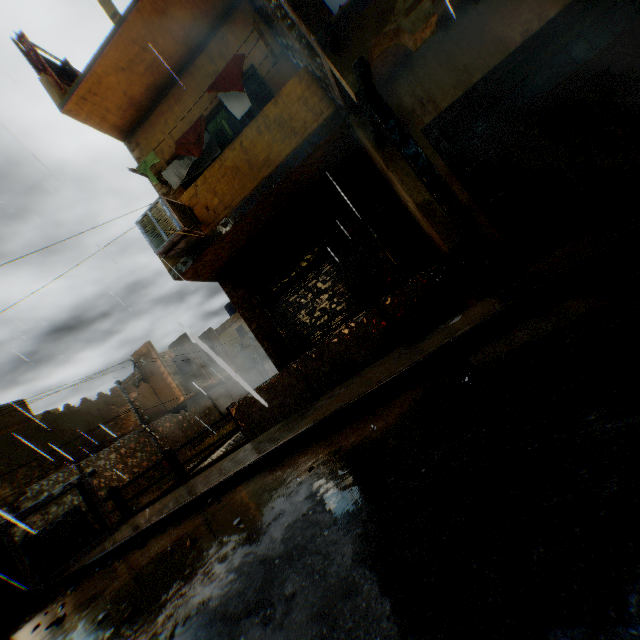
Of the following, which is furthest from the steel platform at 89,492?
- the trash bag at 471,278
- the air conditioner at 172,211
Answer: the trash bag at 471,278

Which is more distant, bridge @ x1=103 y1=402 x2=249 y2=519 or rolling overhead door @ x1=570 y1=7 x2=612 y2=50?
bridge @ x1=103 y1=402 x2=249 y2=519

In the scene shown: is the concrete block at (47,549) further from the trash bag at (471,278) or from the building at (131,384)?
the trash bag at (471,278)

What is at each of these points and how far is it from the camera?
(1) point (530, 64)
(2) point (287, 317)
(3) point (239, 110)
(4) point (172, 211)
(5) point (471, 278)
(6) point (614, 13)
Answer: (1) rolling overhead door, 5.0m
(2) rolling overhead door, 8.2m
(3) dryer, 7.0m
(4) air conditioner, 6.1m
(5) trash bag, 5.0m
(6) rolling overhead door, 4.8m

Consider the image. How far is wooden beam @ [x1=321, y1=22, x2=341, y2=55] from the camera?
3.78m

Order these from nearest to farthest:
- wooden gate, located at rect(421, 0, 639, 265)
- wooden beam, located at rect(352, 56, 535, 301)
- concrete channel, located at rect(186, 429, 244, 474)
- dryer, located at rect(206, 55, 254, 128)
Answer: wooden beam, located at rect(352, 56, 535, 301)
wooden gate, located at rect(421, 0, 639, 265)
dryer, located at rect(206, 55, 254, 128)
concrete channel, located at rect(186, 429, 244, 474)

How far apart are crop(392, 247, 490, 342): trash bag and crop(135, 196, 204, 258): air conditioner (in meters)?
3.78

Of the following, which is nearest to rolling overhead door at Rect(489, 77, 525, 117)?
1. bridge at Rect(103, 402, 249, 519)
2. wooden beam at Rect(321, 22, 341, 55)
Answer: bridge at Rect(103, 402, 249, 519)
